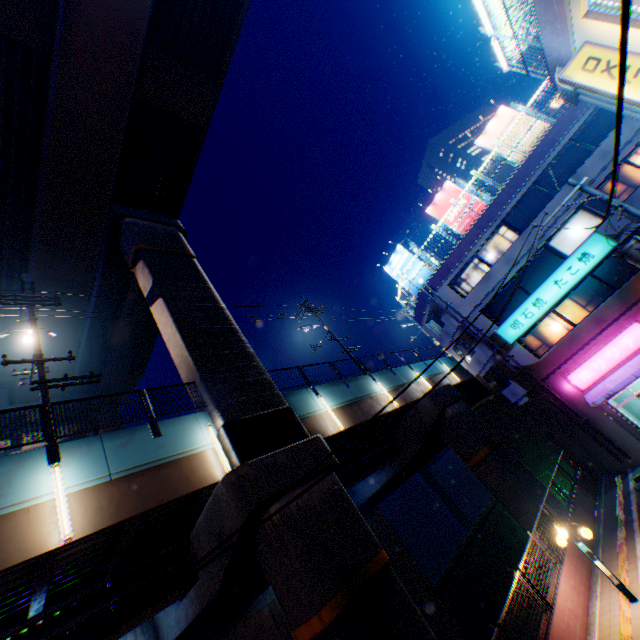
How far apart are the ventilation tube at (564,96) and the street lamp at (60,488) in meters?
18.5

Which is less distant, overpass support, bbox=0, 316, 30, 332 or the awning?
the awning

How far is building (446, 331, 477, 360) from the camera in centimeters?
2281cm

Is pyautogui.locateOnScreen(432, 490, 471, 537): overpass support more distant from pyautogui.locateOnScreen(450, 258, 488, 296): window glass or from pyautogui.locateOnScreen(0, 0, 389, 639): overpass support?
pyautogui.locateOnScreen(450, 258, 488, 296): window glass

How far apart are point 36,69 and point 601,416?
32.1 meters

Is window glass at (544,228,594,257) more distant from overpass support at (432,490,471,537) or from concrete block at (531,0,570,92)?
overpass support at (432,490,471,537)

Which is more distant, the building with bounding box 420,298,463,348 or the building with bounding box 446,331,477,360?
the building with bounding box 420,298,463,348

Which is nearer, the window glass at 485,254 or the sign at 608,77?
the sign at 608,77
